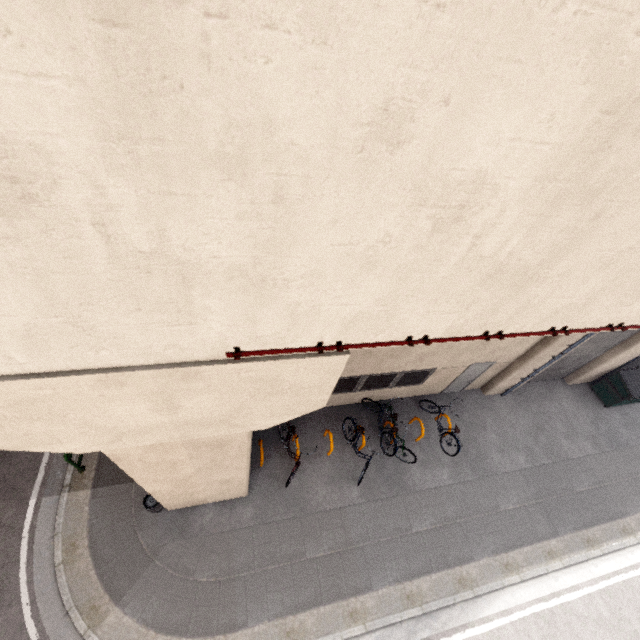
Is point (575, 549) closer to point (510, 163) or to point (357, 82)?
point (510, 163)

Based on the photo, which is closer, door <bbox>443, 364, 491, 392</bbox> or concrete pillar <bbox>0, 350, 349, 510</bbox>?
concrete pillar <bbox>0, 350, 349, 510</bbox>

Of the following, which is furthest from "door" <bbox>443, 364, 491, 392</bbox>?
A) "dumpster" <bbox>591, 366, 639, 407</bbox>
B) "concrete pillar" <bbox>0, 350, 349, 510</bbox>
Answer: "concrete pillar" <bbox>0, 350, 349, 510</bbox>

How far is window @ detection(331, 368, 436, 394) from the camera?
9.4 meters

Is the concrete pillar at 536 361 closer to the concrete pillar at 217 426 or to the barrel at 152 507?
the concrete pillar at 217 426

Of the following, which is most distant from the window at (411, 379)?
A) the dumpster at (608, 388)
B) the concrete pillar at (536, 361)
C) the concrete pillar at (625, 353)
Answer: the dumpster at (608, 388)

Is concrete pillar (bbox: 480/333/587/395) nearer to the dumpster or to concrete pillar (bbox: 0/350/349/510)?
the dumpster

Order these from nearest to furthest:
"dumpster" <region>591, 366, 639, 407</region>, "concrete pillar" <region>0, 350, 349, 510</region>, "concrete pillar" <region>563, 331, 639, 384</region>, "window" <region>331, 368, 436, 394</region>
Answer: "concrete pillar" <region>0, 350, 349, 510</region> → "window" <region>331, 368, 436, 394</region> → "concrete pillar" <region>563, 331, 639, 384</region> → "dumpster" <region>591, 366, 639, 407</region>
